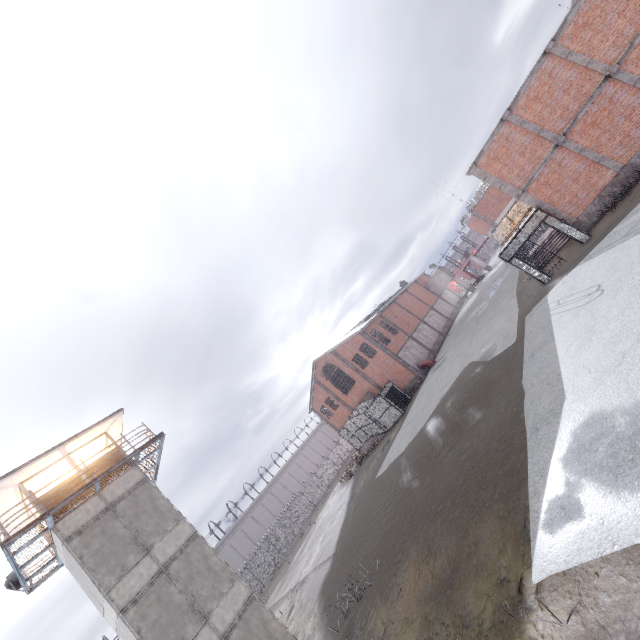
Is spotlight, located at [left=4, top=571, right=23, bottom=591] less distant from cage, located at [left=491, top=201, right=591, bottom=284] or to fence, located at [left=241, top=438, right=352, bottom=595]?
fence, located at [left=241, top=438, right=352, bottom=595]

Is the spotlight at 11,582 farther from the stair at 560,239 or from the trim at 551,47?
the stair at 560,239

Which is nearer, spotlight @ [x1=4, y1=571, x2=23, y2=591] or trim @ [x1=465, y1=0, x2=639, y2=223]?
trim @ [x1=465, y1=0, x2=639, y2=223]

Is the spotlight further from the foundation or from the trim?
the foundation

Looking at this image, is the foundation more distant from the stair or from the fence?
the fence

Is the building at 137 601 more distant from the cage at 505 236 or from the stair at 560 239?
the stair at 560 239

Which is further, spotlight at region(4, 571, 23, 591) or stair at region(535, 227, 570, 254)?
stair at region(535, 227, 570, 254)

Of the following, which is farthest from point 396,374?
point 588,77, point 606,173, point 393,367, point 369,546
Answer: point 588,77
